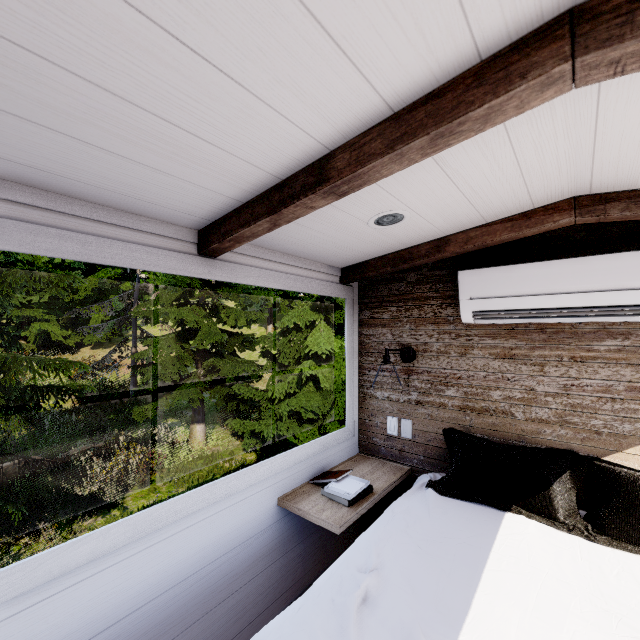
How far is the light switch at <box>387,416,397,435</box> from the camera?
2.3m

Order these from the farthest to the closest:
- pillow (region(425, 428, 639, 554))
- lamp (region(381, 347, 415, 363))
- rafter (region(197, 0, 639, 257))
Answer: lamp (region(381, 347, 415, 363)) → pillow (region(425, 428, 639, 554)) → rafter (region(197, 0, 639, 257))

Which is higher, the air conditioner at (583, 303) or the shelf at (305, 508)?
the air conditioner at (583, 303)

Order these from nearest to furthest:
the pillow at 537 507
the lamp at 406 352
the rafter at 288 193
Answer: the rafter at 288 193 → the pillow at 537 507 → the lamp at 406 352

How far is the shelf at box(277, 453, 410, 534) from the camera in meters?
1.7 m

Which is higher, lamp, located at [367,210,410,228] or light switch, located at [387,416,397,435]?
lamp, located at [367,210,410,228]

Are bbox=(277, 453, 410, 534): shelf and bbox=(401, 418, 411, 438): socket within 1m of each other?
yes

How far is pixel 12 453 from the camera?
6.7 meters
